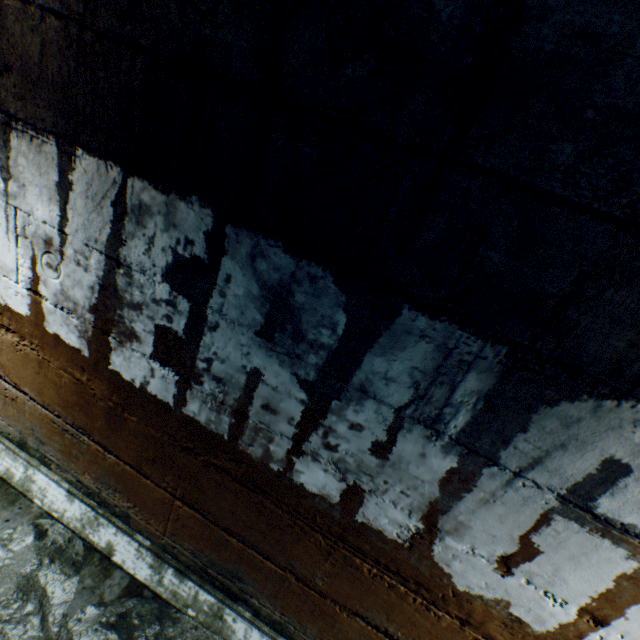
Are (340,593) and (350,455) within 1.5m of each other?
yes
